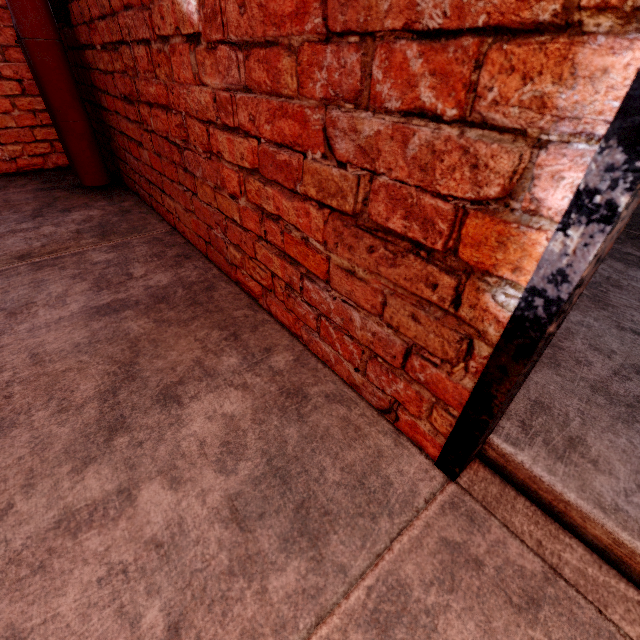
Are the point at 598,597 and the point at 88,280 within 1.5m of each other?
no

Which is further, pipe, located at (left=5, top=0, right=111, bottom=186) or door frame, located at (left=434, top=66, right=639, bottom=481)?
pipe, located at (left=5, top=0, right=111, bottom=186)

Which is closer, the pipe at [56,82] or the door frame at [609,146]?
the door frame at [609,146]
